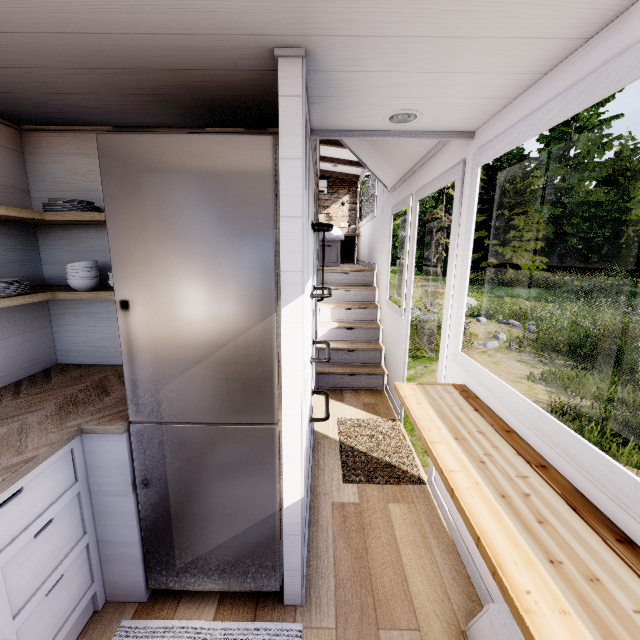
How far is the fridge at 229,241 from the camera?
1.3 meters

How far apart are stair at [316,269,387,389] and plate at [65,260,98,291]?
3.0m

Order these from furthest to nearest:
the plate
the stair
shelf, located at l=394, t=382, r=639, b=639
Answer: the stair < the plate < shelf, located at l=394, t=382, r=639, b=639

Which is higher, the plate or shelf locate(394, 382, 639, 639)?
the plate

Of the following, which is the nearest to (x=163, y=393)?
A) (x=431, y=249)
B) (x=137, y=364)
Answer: (x=137, y=364)

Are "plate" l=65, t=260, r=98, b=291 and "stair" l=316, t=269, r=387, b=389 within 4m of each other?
yes

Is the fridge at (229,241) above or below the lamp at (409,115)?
below

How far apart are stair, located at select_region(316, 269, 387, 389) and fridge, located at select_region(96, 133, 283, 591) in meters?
2.8 m
